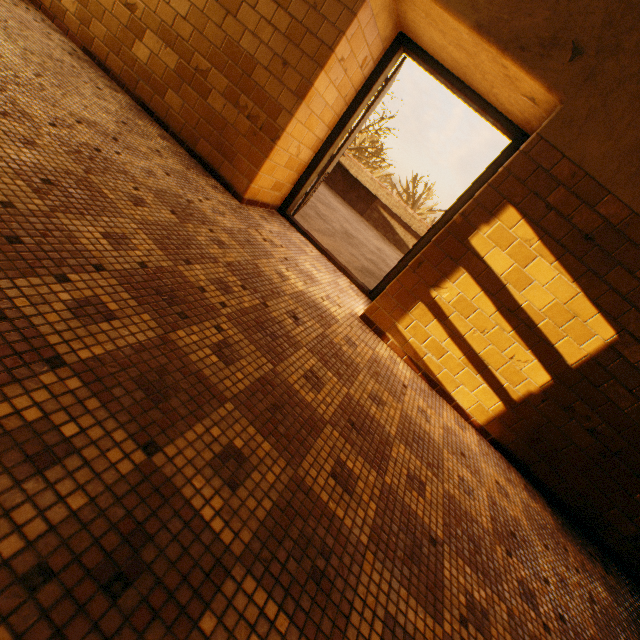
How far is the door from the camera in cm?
313

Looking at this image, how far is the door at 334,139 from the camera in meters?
3.1 m

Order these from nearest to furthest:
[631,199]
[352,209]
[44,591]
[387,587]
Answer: [44,591], [387,587], [631,199], [352,209]
